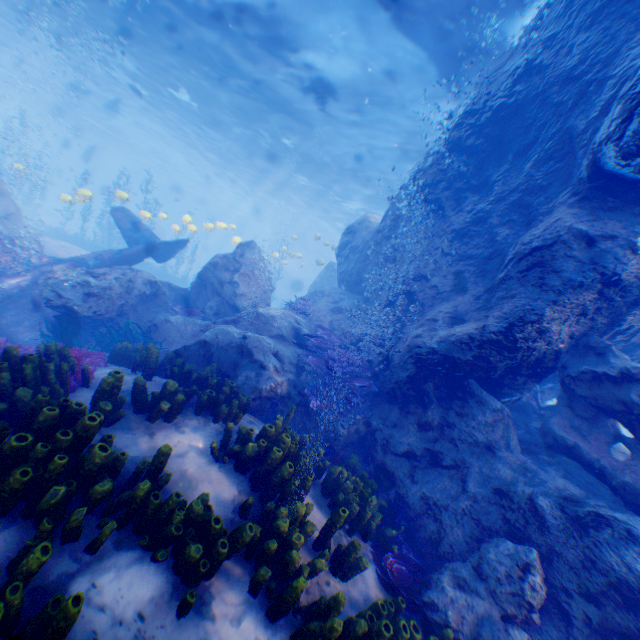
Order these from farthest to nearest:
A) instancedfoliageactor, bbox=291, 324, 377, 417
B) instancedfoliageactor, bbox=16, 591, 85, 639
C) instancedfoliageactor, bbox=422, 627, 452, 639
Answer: instancedfoliageactor, bbox=291, 324, 377, 417 < instancedfoliageactor, bbox=422, 627, 452, 639 < instancedfoliageactor, bbox=16, 591, 85, 639

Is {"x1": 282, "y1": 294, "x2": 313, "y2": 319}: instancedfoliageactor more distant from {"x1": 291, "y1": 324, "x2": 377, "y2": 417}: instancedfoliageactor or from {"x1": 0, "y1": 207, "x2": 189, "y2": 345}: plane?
{"x1": 0, "y1": 207, "x2": 189, "y2": 345}: plane

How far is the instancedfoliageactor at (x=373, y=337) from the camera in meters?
8.9

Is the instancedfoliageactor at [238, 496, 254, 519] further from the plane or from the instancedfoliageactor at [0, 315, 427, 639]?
the plane

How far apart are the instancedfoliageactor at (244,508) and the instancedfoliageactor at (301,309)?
7.9m

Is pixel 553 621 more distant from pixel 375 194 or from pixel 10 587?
pixel 375 194

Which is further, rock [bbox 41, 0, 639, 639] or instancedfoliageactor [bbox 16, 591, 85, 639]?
rock [bbox 41, 0, 639, 639]

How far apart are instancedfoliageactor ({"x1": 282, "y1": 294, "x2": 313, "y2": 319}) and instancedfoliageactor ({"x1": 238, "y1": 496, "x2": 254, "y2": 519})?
7.86m
